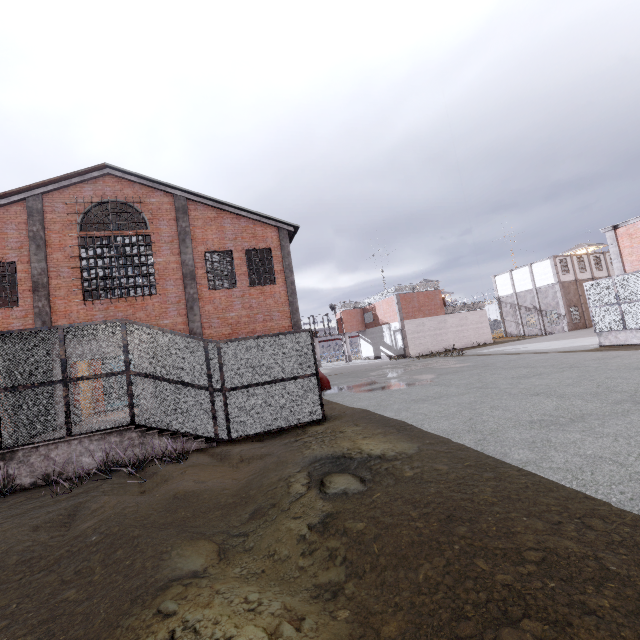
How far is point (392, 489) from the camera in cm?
497

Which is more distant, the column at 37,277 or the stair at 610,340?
the stair at 610,340

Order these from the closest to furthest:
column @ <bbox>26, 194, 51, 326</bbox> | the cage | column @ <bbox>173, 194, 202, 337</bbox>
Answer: Result:
column @ <bbox>26, 194, 51, 326</bbox>
column @ <bbox>173, 194, 202, 337</bbox>
the cage

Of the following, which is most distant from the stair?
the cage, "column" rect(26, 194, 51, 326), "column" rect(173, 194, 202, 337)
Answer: "column" rect(26, 194, 51, 326)

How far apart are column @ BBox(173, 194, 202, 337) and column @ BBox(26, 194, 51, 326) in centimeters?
528cm

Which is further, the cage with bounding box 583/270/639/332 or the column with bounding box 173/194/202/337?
the cage with bounding box 583/270/639/332

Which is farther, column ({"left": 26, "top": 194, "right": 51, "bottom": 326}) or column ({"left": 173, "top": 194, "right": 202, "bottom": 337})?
column ({"left": 173, "top": 194, "right": 202, "bottom": 337})

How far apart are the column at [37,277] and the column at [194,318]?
5.28m
